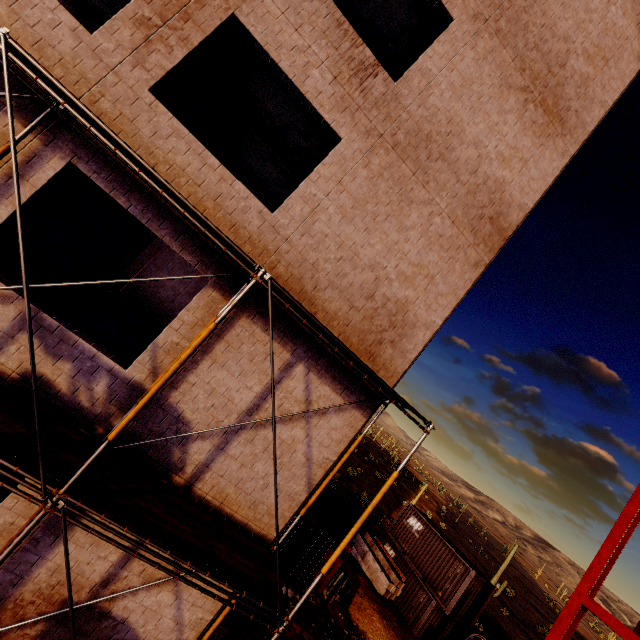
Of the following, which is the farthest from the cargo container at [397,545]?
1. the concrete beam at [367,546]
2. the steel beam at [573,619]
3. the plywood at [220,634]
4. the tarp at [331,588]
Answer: the plywood at [220,634]

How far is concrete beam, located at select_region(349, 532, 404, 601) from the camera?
19.0 meters

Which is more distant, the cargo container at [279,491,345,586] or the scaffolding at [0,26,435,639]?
the cargo container at [279,491,345,586]

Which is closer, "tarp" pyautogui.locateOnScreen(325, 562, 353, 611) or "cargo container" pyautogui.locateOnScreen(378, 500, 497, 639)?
"tarp" pyautogui.locateOnScreen(325, 562, 353, 611)

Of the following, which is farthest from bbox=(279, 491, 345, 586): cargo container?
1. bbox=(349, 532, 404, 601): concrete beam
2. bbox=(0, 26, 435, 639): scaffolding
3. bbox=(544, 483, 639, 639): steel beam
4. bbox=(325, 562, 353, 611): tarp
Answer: bbox=(0, 26, 435, 639): scaffolding

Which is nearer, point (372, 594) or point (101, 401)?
point (101, 401)

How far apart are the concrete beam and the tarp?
4.70m

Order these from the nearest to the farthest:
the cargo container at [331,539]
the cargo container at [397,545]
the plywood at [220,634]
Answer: the plywood at [220,634]
the cargo container at [331,539]
the cargo container at [397,545]
